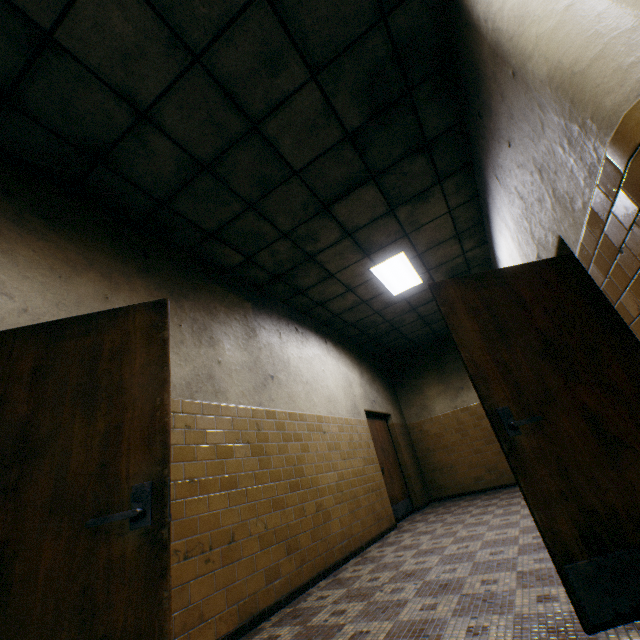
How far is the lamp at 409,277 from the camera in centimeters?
542cm

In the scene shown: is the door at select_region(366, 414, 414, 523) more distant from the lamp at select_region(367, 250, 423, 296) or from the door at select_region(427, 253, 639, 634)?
the door at select_region(427, 253, 639, 634)

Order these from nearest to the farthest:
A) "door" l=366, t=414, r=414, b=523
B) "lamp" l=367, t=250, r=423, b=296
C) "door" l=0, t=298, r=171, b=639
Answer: "door" l=0, t=298, r=171, b=639 < "lamp" l=367, t=250, r=423, b=296 < "door" l=366, t=414, r=414, b=523

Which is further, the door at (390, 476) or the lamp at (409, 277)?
the door at (390, 476)

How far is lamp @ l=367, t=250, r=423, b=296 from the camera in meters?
5.4

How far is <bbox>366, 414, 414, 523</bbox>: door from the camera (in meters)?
6.75

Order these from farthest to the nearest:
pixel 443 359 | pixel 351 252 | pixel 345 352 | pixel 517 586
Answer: pixel 443 359
pixel 345 352
pixel 351 252
pixel 517 586

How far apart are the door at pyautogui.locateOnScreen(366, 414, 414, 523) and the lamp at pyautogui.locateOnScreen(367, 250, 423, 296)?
2.7 meters
